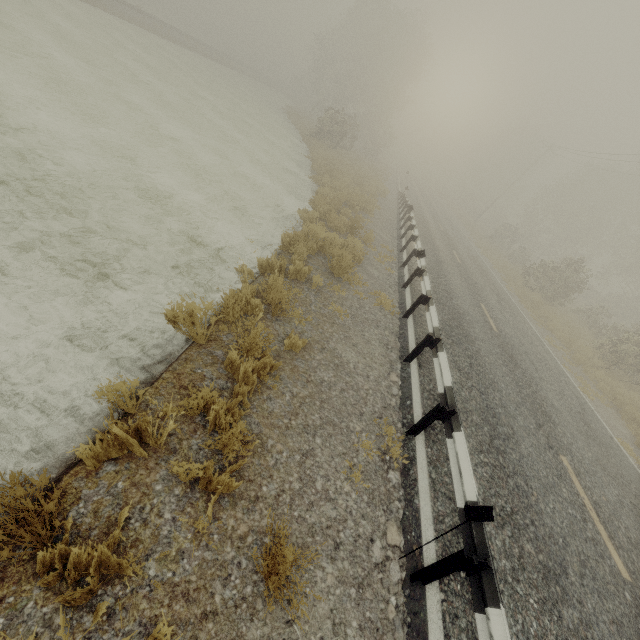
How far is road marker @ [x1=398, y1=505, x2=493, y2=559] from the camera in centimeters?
292cm

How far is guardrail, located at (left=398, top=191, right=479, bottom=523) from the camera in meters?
3.9

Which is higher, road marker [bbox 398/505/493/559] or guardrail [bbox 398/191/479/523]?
road marker [bbox 398/505/493/559]

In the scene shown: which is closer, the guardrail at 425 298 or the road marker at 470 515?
the road marker at 470 515

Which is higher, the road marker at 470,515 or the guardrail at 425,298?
the road marker at 470,515

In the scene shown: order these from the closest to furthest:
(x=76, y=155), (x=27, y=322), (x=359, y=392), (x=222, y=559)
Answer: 1. (x=222, y=559)
2. (x=27, y=322)
3. (x=359, y=392)
4. (x=76, y=155)

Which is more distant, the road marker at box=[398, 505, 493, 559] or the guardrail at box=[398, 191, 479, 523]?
the guardrail at box=[398, 191, 479, 523]

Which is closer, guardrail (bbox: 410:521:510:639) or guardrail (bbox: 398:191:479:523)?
guardrail (bbox: 410:521:510:639)
